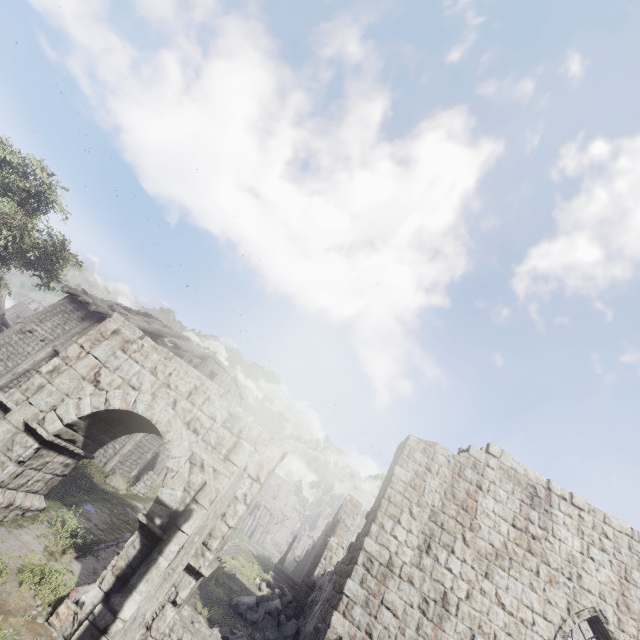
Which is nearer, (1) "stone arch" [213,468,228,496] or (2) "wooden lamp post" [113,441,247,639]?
(2) "wooden lamp post" [113,441,247,639]

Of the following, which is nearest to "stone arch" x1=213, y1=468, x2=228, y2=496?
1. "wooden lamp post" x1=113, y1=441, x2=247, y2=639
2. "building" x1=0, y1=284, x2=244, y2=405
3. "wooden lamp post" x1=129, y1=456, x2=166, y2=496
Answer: "building" x1=0, y1=284, x2=244, y2=405

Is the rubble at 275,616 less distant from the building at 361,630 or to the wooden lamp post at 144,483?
the building at 361,630

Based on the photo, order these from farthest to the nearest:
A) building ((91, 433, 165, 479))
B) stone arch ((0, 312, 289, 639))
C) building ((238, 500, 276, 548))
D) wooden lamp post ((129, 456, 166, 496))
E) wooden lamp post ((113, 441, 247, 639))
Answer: building ((238, 500, 276, 548)) → building ((91, 433, 165, 479)) → wooden lamp post ((129, 456, 166, 496)) → stone arch ((0, 312, 289, 639)) → wooden lamp post ((113, 441, 247, 639))

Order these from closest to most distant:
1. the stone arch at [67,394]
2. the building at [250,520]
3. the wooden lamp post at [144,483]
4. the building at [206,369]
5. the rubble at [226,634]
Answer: the stone arch at [67,394] < the rubble at [226,634] < the building at [206,369] < the wooden lamp post at [144,483] < the building at [250,520]

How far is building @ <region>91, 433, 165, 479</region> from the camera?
18.67m

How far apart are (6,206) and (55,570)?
18.03m
